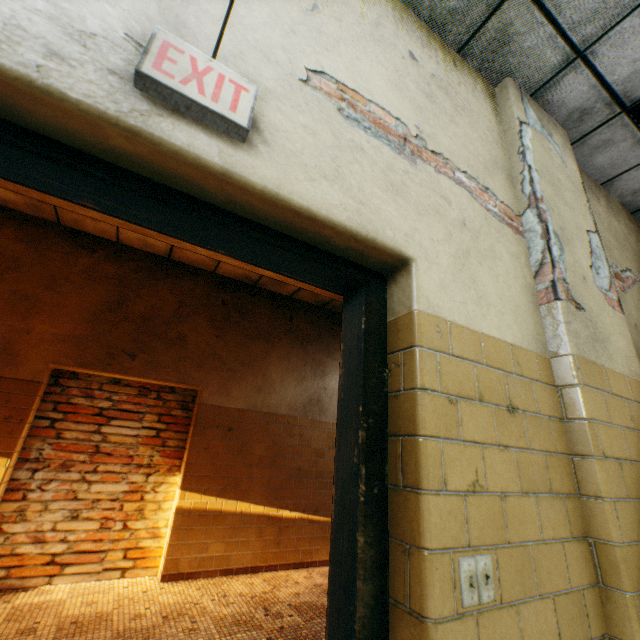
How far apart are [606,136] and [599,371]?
2.2m

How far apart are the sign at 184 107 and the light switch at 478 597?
1.42m

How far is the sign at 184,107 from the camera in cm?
84

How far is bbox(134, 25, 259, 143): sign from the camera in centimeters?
84cm

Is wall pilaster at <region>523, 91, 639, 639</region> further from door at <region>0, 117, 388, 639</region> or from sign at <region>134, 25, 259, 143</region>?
sign at <region>134, 25, 259, 143</region>

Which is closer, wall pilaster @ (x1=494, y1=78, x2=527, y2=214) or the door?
the door

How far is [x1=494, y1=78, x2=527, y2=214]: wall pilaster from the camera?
1.93m
